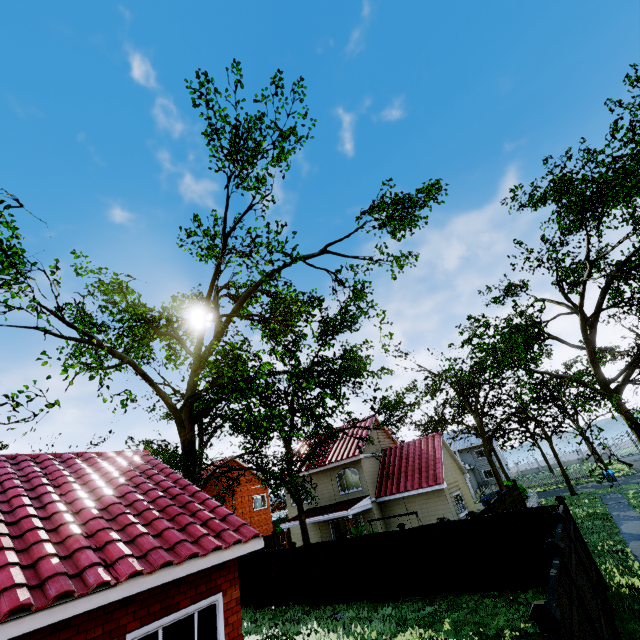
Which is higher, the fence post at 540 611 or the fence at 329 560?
the fence post at 540 611

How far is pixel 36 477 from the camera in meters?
7.8

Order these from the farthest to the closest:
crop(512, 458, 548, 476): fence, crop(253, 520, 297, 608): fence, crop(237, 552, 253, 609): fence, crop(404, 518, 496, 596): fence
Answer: crop(512, 458, 548, 476): fence < crop(237, 552, 253, 609): fence < crop(253, 520, 297, 608): fence < crop(404, 518, 496, 596): fence

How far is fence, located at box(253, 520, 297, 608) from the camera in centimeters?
1566cm

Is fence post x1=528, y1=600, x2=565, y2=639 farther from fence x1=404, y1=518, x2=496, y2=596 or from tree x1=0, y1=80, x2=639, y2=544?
tree x1=0, y1=80, x2=639, y2=544

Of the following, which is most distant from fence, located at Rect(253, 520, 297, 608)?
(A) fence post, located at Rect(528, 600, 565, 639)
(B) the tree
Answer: (B) the tree

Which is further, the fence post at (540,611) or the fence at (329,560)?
the fence at (329,560)
